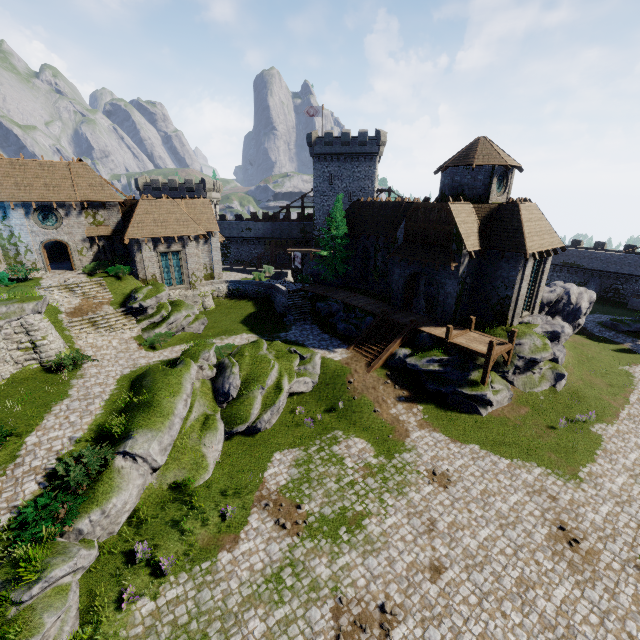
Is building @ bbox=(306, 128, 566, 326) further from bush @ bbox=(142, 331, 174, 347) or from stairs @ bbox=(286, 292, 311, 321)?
bush @ bbox=(142, 331, 174, 347)

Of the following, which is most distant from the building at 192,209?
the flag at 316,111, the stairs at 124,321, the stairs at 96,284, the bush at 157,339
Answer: the flag at 316,111

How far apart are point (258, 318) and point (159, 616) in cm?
2360

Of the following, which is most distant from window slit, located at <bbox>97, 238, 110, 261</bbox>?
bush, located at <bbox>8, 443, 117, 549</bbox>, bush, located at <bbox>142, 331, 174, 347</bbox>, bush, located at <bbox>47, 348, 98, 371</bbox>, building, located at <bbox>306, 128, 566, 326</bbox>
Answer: building, located at <bbox>306, 128, 566, 326</bbox>

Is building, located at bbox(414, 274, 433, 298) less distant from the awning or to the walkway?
the awning

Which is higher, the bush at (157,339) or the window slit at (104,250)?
the window slit at (104,250)

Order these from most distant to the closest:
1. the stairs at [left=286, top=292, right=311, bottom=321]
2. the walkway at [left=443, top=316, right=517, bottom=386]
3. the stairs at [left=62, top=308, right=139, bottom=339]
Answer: the stairs at [left=286, top=292, right=311, bottom=321] → the stairs at [left=62, top=308, right=139, bottom=339] → the walkway at [left=443, top=316, right=517, bottom=386]

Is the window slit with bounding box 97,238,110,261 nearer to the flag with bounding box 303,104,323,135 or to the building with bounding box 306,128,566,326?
the building with bounding box 306,128,566,326
